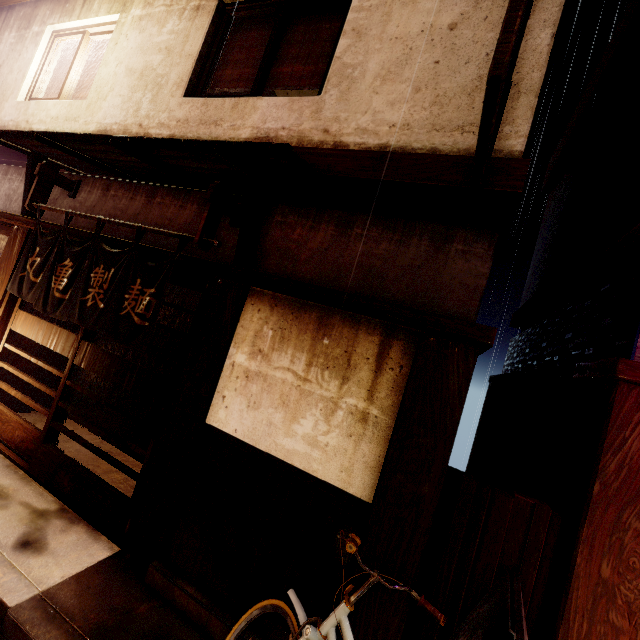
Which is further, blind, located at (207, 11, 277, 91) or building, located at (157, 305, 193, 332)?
building, located at (157, 305, 193, 332)

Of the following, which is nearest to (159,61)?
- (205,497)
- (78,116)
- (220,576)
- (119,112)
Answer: (119,112)

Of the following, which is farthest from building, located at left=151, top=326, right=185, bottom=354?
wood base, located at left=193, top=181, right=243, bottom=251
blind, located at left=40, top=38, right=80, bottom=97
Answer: blind, located at left=40, top=38, right=80, bottom=97

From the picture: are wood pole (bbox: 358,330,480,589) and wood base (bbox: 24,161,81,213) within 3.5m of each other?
no

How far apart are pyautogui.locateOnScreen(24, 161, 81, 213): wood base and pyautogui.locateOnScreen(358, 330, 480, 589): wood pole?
9.8 meters

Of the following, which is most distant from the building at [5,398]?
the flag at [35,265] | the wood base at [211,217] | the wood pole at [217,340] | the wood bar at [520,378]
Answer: the wood base at [211,217]

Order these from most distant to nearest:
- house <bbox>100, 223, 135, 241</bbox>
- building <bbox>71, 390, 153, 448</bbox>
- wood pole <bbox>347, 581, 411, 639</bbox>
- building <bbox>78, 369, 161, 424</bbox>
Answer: building <bbox>78, 369, 161, 424</bbox> < building <bbox>71, 390, 153, 448</bbox> < house <bbox>100, 223, 135, 241</bbox> < wood pole <bbox>347, 581, 411, 639</bbox>

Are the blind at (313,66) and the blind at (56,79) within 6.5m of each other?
no
